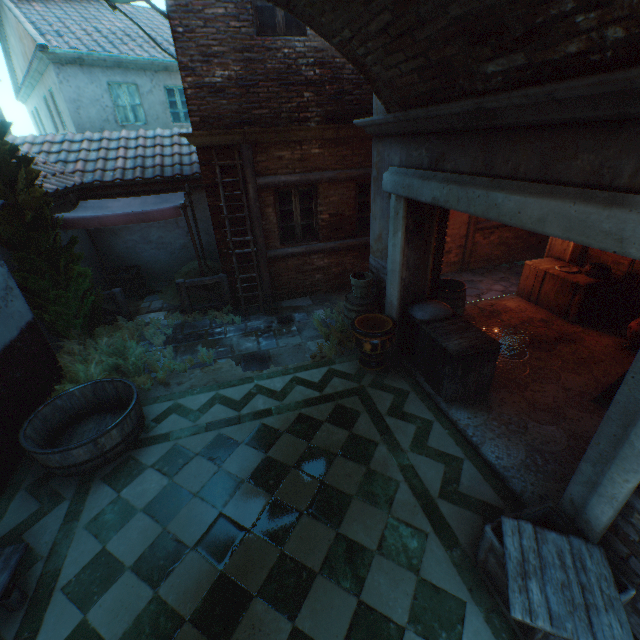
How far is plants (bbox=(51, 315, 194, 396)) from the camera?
5.6m

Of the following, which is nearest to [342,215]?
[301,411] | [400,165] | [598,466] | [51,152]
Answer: [400,165]

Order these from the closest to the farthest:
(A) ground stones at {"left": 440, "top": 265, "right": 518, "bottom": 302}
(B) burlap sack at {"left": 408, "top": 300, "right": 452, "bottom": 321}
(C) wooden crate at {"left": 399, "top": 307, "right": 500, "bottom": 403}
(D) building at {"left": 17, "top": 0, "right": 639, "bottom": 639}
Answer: (D) building at {"left": 17, "top": 0, "right": 639, "bottom": 639}, (C) wooden crate at {"left": 399, "top": 307, "right": 500, "bottom": 403}, (B) burlap sack at {"left": 408, "top": 300, "right": 452, "bottom": 321}, (A) ground stones at {"left": 440, "top": 265, "right": 518, "bottom": 302}

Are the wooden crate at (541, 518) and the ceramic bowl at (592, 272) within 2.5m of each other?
no

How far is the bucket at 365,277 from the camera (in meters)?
6.02

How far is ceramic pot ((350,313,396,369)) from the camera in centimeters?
538cm

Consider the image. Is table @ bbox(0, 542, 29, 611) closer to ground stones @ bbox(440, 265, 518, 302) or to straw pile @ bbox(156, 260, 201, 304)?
straw pile @ bbox(156, 260, 201, 304)

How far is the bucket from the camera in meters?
6.0
